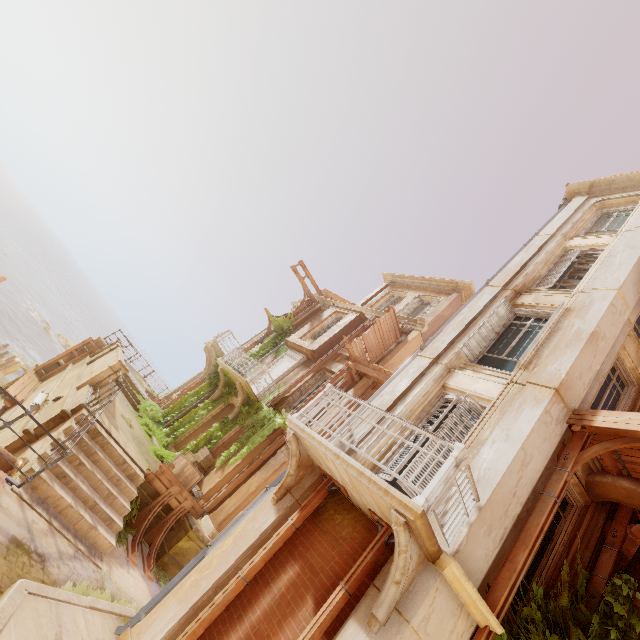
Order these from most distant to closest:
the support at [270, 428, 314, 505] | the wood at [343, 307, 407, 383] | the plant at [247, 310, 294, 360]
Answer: the plant at [247, 310, 294, 360]
the wood at [343, 307, 407, 383]
the support at [270, 428, 314, 505]

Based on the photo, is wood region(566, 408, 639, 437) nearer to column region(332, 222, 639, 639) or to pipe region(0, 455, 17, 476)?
column region(332, 222, 639, 639)

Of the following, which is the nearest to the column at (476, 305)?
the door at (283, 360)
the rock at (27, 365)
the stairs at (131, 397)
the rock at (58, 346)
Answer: the door at (283, 360)

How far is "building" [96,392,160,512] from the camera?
9.63m

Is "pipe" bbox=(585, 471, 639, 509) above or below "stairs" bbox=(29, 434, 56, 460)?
above

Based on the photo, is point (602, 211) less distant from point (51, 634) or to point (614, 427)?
point (614, 427)

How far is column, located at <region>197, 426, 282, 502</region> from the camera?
12.2m

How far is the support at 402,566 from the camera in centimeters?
410cm
